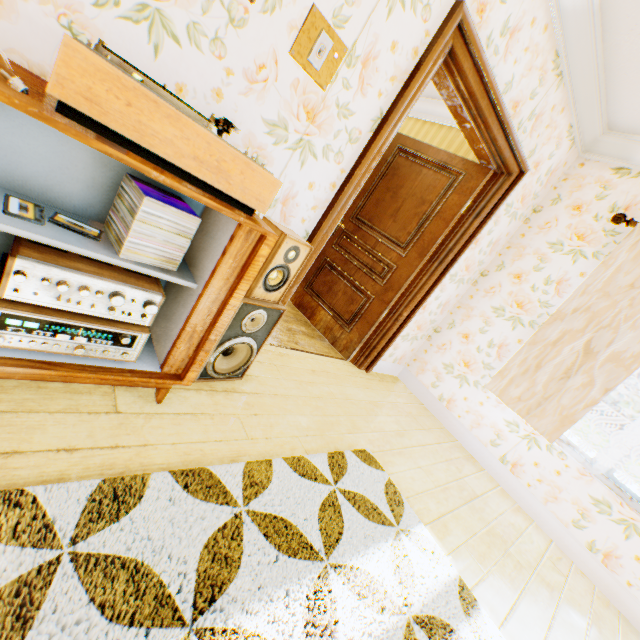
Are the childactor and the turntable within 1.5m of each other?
no

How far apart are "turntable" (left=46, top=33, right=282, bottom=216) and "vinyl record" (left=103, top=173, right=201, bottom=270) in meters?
0.2 m

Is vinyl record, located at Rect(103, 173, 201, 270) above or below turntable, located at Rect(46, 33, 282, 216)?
below

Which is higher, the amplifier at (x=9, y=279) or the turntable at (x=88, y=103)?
the turntable at (x=88, y=103)

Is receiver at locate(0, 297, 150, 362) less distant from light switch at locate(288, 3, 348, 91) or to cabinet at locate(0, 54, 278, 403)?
cabinet at locate(0, 54, 278, 403)

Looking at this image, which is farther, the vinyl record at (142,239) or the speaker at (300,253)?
the speaker at (300,253)

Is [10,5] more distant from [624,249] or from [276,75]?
[624,249]

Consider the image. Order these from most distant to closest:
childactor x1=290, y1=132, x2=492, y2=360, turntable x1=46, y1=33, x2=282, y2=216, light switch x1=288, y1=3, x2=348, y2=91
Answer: childactor x1=290, y1=132, x2=492, y2=360
light switch x1=288, y1=3, x2=348, y2=91
turntable x1=46, y1=33, x2=282, y2=216
